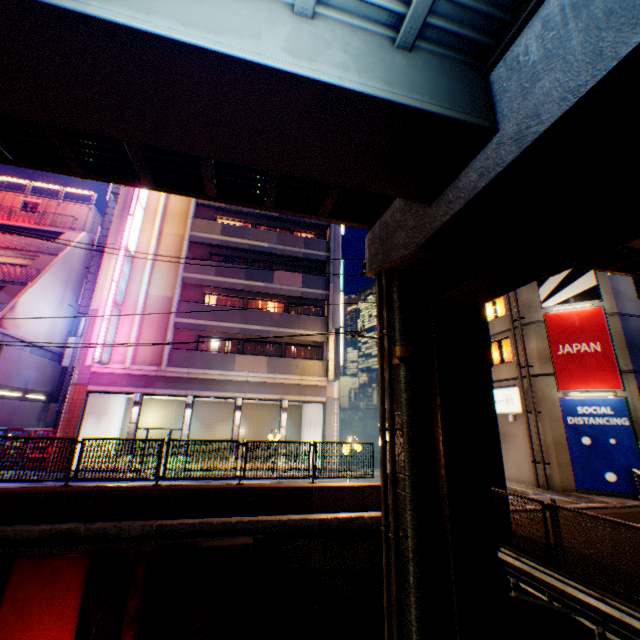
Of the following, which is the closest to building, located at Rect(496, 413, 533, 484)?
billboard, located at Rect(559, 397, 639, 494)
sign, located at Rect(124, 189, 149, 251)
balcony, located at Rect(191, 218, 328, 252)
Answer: billboard, located at Rect(559, 397, 639, 494)

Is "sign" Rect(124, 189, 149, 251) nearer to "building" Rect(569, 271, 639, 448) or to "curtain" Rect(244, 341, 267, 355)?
"curtain" Rect(244, 341, 267, 355)

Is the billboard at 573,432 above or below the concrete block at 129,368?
below

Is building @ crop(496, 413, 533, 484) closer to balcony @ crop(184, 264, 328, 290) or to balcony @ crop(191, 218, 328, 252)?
balcony @ crop(184, 264, 328, 290)

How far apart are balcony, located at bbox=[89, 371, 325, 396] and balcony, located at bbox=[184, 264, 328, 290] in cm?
668

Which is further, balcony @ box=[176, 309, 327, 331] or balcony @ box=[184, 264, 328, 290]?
balcony @ box=[184, 264, 328, 290]

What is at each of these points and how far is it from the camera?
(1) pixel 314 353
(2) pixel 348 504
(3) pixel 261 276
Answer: (1) curtain, 23.7 meters
(2) concrete block, 10.0 meters
(3) balcony, 22.6 meters

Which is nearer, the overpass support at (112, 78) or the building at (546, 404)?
the overpass support at (112, 78)
